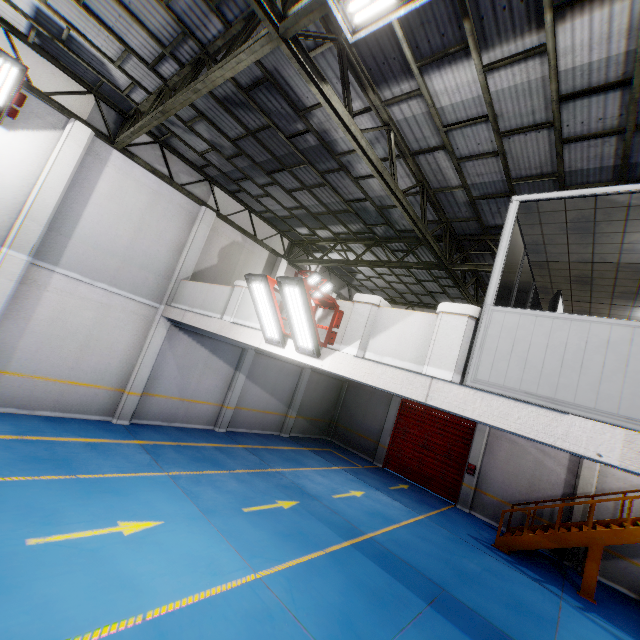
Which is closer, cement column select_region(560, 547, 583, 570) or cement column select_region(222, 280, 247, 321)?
cement column select_region(222, 280, 247, 321)

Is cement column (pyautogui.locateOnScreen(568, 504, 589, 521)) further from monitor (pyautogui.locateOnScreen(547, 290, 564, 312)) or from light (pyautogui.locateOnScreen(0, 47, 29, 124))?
light (pyautogui.locateOnScreen(0, 47, 29, 124))

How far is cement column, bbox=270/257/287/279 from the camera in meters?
14.5

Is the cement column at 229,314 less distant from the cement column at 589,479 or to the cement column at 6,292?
the cement column at 6,292

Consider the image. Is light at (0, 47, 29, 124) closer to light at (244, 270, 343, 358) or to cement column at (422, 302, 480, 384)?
light at (244, 270, 343, 358)

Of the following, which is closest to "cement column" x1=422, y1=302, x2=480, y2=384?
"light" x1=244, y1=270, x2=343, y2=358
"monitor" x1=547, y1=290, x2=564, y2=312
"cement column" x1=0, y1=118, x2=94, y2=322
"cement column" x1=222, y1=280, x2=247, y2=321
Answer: "monitor" x1=547, y1=290, x2=564, y2=312

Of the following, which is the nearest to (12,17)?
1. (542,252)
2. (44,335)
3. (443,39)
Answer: (44,335)

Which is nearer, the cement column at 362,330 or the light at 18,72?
the cement column at 362,330
